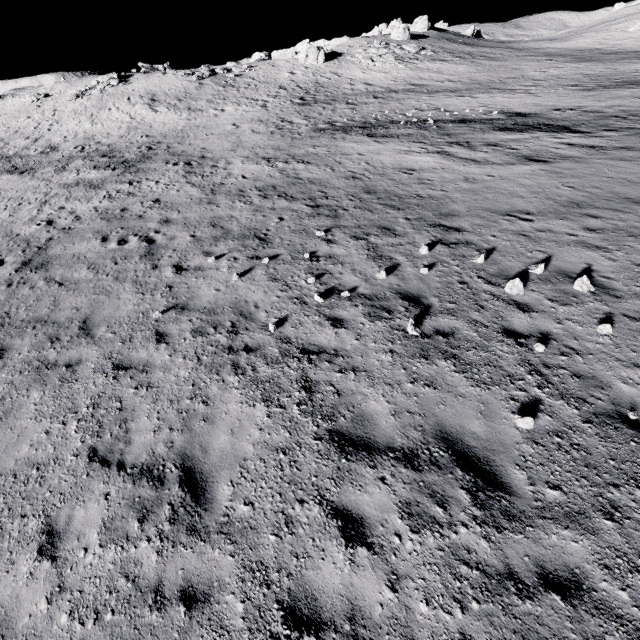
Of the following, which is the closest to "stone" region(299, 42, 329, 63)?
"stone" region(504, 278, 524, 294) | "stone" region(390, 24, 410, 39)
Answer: "stone" region(390, 24, 410, 39)

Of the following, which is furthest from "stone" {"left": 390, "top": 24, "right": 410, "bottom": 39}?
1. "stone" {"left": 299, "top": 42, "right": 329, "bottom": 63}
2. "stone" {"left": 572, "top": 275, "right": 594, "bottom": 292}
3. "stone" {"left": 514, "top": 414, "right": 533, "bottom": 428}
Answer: "stone" {"left": 514, "top": 414, "right": 533, "bottom": 428}

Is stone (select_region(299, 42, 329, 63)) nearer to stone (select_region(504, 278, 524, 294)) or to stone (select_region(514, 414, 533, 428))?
stone (select_region(504, 278, 524, 294))

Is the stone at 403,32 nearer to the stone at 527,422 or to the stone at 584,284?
the stone at 584,284

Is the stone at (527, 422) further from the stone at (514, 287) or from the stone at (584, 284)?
the stone at (584, 284)

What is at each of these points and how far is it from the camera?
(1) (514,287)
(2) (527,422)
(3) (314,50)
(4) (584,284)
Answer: (1) stone, 7.5 meters
(2) stone, 4.9 meters
(3) stone, 45.8 meters
(4) stone, 7.3 meters

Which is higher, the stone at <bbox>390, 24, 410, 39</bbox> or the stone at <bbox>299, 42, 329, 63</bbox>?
the stone at <bbox>390, 24, 410, 39</bbox>

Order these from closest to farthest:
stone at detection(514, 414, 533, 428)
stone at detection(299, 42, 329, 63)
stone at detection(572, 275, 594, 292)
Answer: stone at detection(514, 414, 533, 428)
stone at detection(572, 275, 594, 292)
stone at detection(299, 42, 329, 63)
